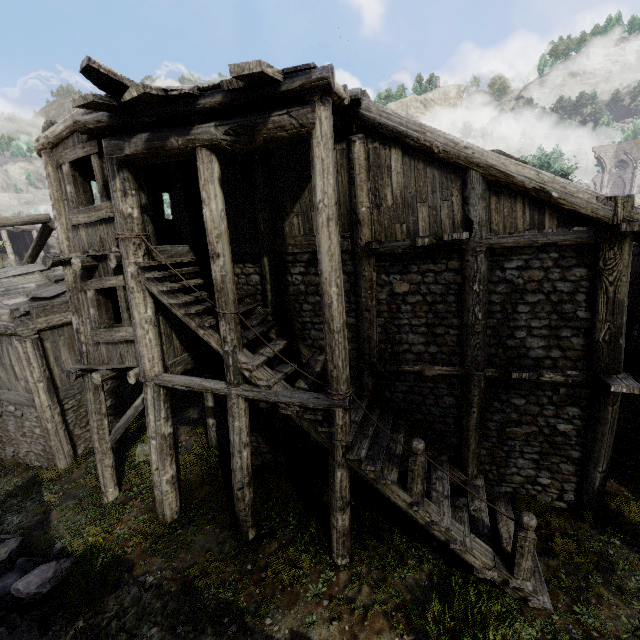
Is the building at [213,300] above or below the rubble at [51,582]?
above

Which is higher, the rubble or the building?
the building

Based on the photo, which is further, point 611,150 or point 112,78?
point 611,150
